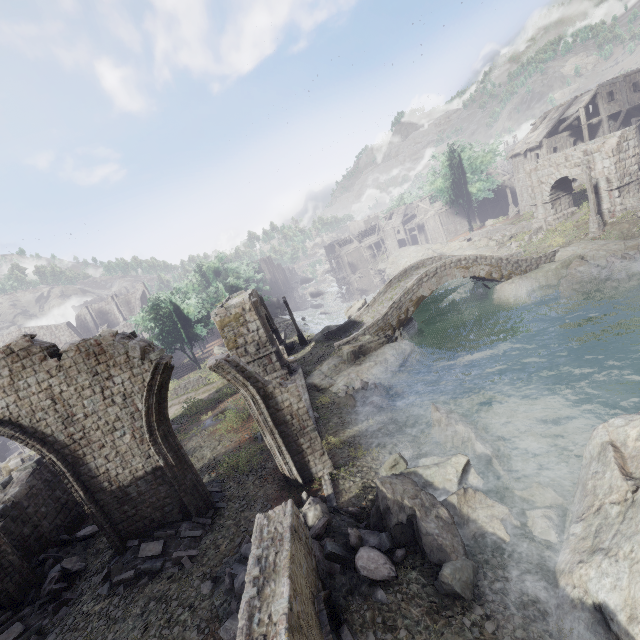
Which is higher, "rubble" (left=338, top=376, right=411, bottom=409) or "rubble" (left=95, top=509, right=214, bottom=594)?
"rubble" (left=95, top=509, right=214, bottom=594)

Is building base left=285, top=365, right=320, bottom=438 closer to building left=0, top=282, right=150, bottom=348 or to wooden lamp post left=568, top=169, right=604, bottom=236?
building left=0, top=282, right=150, bottom=348

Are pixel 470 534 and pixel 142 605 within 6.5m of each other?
no

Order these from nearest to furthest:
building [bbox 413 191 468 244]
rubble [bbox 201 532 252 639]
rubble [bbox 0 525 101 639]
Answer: rubble [bbox 201 532 252 639] < rubble [bbox 0 525 101 639] < building [bbox 413 191 468 244]

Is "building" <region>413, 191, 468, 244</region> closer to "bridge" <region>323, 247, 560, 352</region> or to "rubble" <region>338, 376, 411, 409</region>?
"bridge" <region>323, 247, 560, 352</region>

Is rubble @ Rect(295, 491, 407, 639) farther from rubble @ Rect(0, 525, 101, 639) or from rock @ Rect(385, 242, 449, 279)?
rock @ Rect(385, 242, 449, 279)

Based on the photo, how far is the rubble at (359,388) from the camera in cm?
1677

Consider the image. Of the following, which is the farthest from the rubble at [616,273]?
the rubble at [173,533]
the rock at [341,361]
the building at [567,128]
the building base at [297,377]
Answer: the rubble at [173,533]
